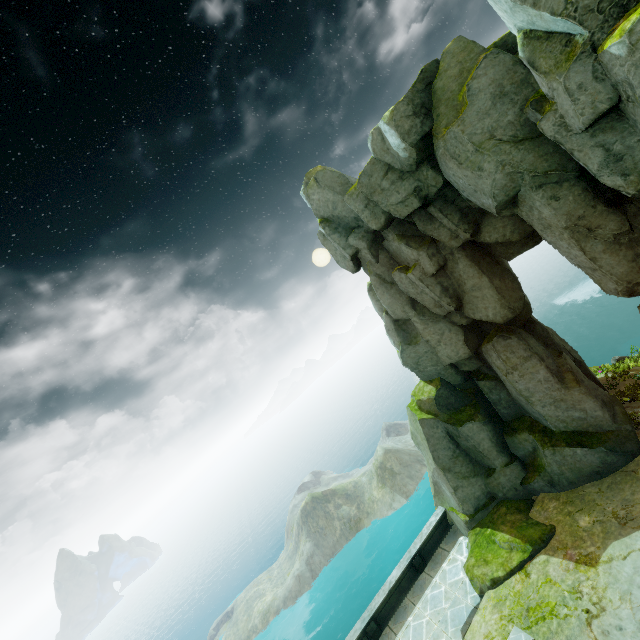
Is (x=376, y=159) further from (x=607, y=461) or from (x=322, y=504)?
(x=322, y=504)
